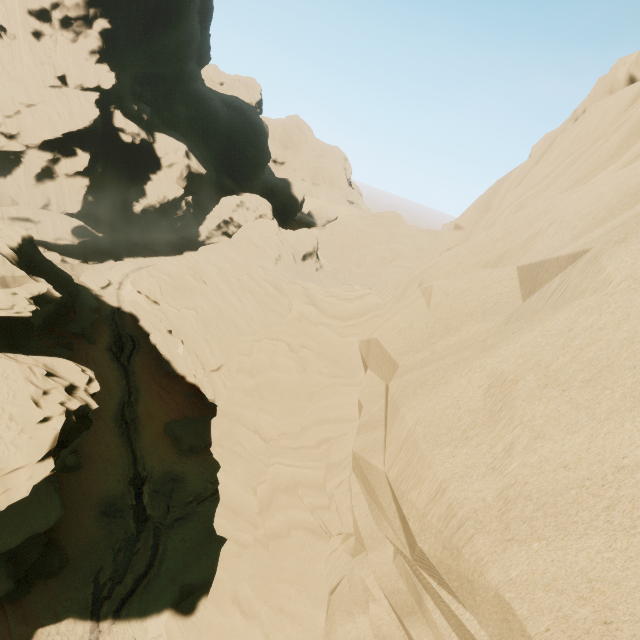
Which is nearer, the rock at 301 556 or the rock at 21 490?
the rock at 301 556

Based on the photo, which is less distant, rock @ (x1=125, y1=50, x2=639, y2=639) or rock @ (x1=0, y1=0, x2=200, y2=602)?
rock @ (x1=125, y1=50, x2=639, y2=639)

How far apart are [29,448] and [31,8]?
62.1 meters
